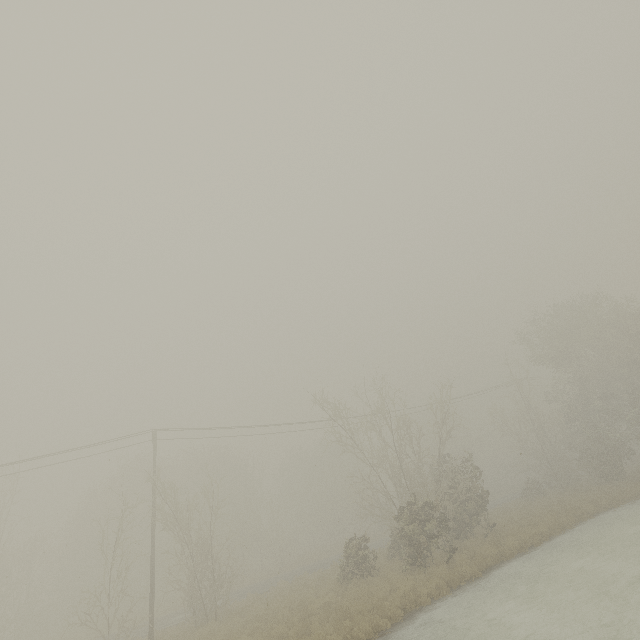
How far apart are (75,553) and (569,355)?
59.2m
